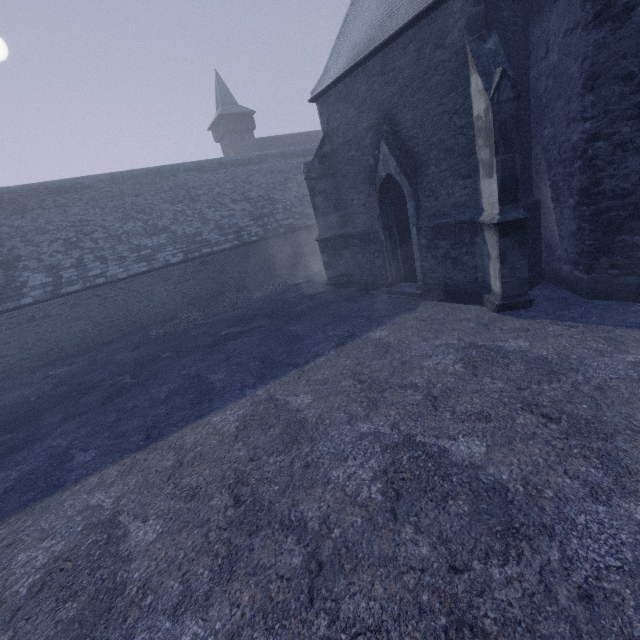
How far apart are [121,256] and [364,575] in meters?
18.9
